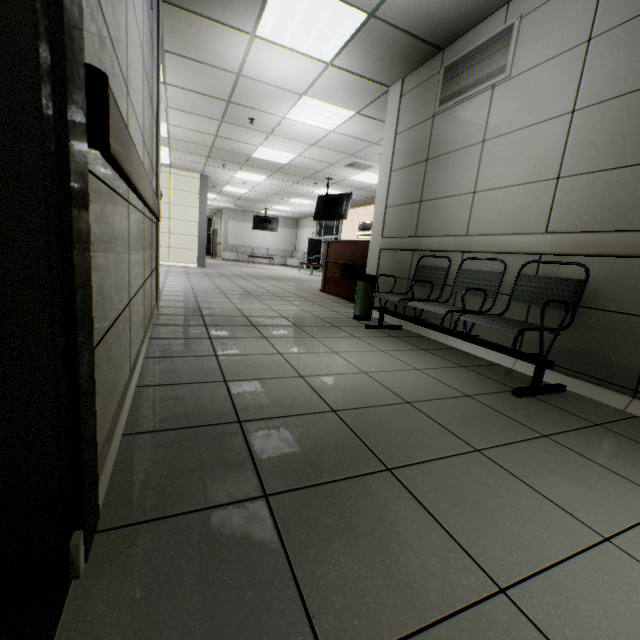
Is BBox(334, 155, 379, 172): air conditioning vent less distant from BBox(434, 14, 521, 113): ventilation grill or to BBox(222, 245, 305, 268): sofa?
BBox(434, 14, 521, 113): ventilation grill

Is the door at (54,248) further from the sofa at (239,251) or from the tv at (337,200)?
the sofa at (239,251)

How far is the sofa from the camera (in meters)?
20.70

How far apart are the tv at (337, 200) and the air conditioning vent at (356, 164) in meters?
1.1

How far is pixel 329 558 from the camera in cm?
87

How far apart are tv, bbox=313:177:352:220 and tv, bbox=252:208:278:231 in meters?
8.3

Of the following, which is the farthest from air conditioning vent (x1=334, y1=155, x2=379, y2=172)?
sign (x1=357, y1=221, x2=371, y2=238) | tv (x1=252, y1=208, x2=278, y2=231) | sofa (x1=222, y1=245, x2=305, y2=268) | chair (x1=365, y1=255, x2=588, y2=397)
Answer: sofa (x1=222, y1=245, x2=305, y2=268)

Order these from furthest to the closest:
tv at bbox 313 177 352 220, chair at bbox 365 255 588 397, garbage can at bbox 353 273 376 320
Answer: tv at bbox 313 177 352 220
garbage can at bbox 353 273 376 320
chair at bbox 365 255 588 397
